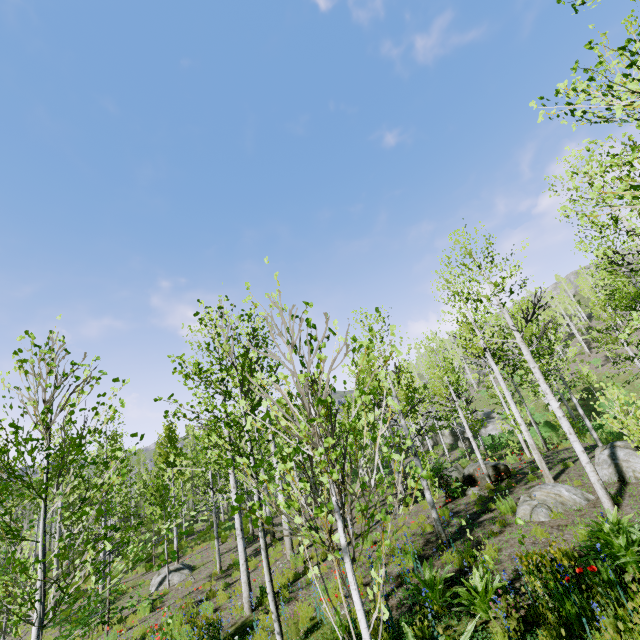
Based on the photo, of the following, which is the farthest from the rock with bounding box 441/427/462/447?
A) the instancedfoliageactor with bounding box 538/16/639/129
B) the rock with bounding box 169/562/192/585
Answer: the rock with bounding box 169/562/192/585

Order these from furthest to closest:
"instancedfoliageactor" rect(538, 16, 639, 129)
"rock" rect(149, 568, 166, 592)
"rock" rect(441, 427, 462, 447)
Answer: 1. "rock" rect(441, 427, 462, 447)
2. "rock" rect(149, 568, 166, 592)
3. "instancedfoliageactor" rect(538, 16, 639, 129)

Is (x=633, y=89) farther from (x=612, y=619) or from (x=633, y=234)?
(x=612, y=619)

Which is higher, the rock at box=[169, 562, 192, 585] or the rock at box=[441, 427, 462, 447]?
the rock at box=[441, 427, 462, 447]

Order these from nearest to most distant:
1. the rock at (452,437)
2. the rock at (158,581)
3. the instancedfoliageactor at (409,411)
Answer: the instancedfoliageactor at (409,411) < the rock at (158,581) < the rock at (452,437)

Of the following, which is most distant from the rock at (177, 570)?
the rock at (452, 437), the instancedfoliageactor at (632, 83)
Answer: the rock at (452, 437)

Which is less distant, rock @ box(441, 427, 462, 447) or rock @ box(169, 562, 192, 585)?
rock @ box(169, 562, 192, 585)

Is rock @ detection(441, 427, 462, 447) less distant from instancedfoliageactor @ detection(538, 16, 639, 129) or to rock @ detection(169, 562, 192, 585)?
instancedfoliageactor @ detection(538, 16, 639, 129)
